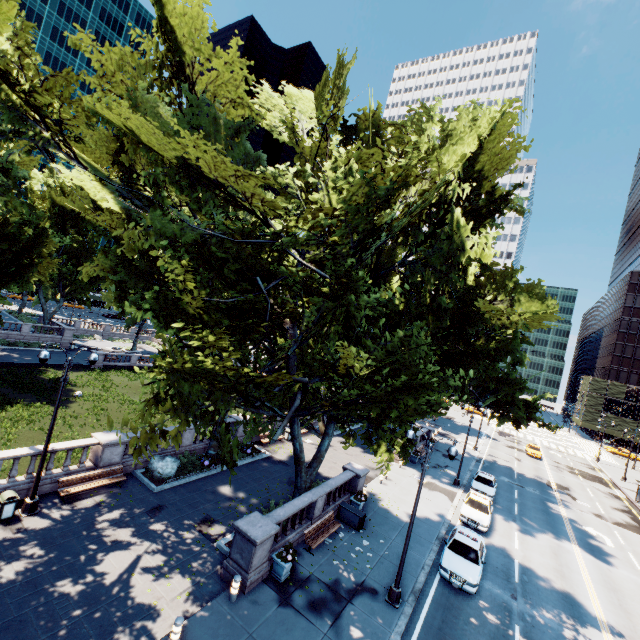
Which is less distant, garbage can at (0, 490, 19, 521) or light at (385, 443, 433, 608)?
garbage can at (0, 490, 19, 521)

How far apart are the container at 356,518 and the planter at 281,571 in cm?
555

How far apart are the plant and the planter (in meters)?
0.01

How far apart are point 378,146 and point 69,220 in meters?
52.3

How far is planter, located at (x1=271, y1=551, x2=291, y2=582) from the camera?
13.4m

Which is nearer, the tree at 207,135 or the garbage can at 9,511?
the tree at 207,135

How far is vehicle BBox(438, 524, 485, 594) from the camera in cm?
1559

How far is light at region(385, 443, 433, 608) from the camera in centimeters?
1376cm
